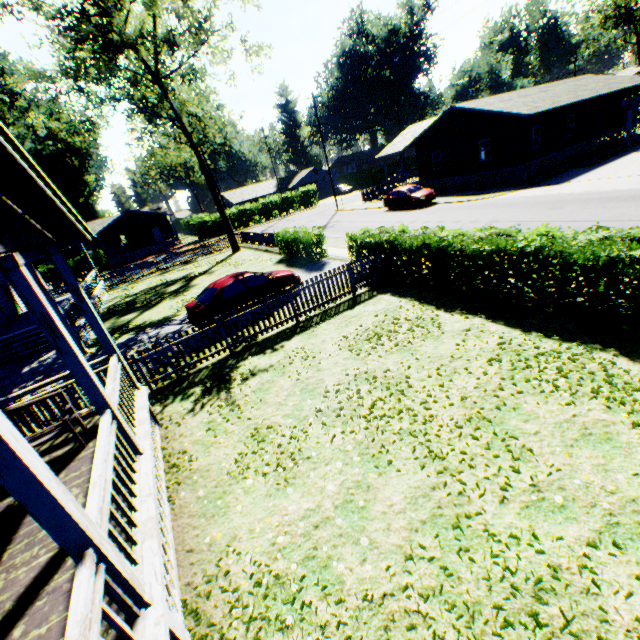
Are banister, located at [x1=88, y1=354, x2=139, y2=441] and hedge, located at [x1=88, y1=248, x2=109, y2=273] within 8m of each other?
no

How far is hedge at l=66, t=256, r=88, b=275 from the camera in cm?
3887

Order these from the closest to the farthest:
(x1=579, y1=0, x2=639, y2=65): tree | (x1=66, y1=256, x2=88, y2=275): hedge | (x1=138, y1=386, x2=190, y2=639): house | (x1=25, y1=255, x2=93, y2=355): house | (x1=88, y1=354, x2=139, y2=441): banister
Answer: (x1=138, y1=386, x2=190, y2=639): house, (x1=88, y1=354, x2=139, y2=441): banister, (x1=25, y1=255, x2=93, y2=355): house, (x1=66, y1=256, x2=88, y2=275): hedge, (x1=579, y1=0, x2=639, y2=65): tree

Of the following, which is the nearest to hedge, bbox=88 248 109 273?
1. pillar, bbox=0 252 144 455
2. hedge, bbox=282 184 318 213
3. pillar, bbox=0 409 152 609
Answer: hedge, bbox=282 184 318 213

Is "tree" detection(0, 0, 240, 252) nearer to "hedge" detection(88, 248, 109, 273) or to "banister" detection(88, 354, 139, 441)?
"banister" detection(88, 354, 139, 441)

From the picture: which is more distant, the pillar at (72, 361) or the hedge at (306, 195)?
the hedge at (306, 195)

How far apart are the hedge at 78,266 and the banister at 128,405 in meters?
41.1

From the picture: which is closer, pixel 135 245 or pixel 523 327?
pixel 523 327
